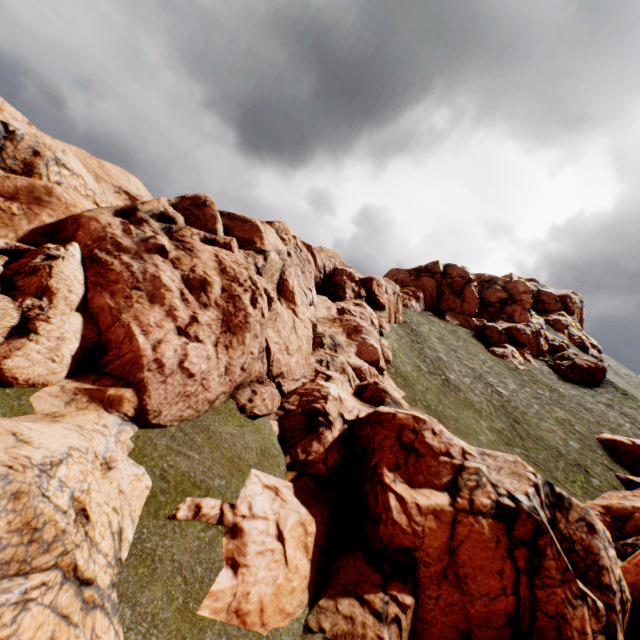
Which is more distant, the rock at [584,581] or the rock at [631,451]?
the rock at [631,451]

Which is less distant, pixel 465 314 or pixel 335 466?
pixel 335 466

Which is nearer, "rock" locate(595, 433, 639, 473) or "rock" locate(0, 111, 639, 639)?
"rock" locate(0, 111, 639, 639)
